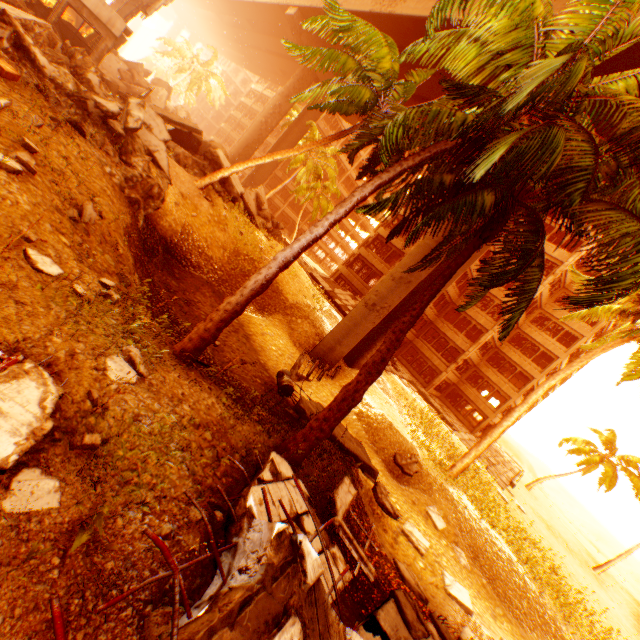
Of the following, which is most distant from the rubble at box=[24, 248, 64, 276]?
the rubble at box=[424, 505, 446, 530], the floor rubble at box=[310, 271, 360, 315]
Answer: the floor rubble at box=[310, 271, 360, 315]

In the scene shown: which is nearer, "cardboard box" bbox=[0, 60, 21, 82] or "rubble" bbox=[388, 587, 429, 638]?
"rubble" bbox=[388, 587, 429, 638]

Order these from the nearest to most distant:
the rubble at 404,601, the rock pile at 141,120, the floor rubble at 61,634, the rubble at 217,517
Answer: the floor rubble at 61,634 < the rubble at 217,517 < the rubble at 404,601 < the rock pile at 141,120

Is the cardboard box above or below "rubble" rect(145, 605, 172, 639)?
above

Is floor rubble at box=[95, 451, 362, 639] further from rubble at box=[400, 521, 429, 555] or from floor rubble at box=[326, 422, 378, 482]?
rubble at box=[400, 521, 429, 555]

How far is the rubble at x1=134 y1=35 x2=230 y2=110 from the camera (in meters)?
39.22

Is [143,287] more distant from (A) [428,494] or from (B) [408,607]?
(A) [428,494]

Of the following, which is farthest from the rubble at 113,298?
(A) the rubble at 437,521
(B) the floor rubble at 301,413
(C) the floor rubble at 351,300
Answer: (C) the floor rubble at 351,300
